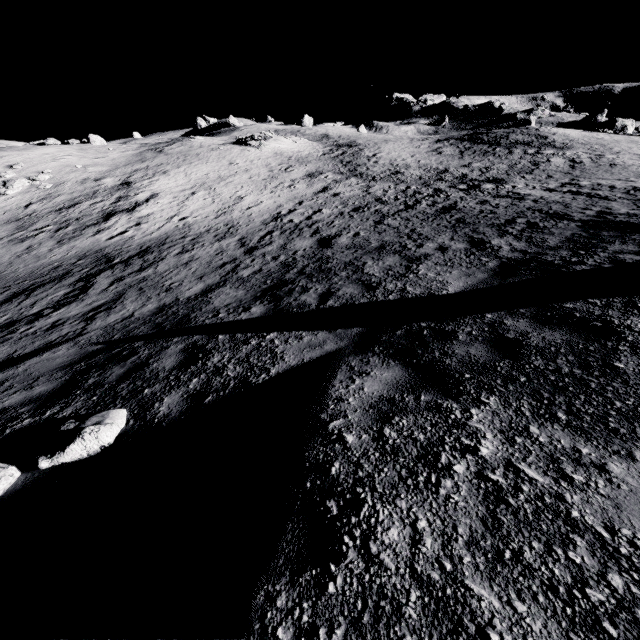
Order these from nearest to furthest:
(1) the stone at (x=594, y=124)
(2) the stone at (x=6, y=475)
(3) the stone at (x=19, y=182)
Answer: (2) the stone at (x=6, y=475) → (3) the stone at (x=19, y=182) → (1) the stone at (x=594, y=124)

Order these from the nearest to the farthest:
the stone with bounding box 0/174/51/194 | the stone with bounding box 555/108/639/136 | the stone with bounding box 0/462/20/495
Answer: Result:
1. the stone with bounding box 0/462/20/495
2. the stone with bounding box 0/174/51/194
3. the stone with bounding box 555/108/639/136

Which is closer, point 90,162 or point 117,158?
point 90,162

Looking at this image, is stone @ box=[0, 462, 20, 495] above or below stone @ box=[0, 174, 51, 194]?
below

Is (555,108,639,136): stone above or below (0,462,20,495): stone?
above

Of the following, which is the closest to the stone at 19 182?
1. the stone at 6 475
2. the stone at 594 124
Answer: the stone at 6 475

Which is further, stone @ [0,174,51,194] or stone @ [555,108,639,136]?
stone @ [555,108,639,136]

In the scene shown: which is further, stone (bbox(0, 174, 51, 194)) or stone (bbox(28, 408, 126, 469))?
stone (bbox(0, 174, 51, 194))
